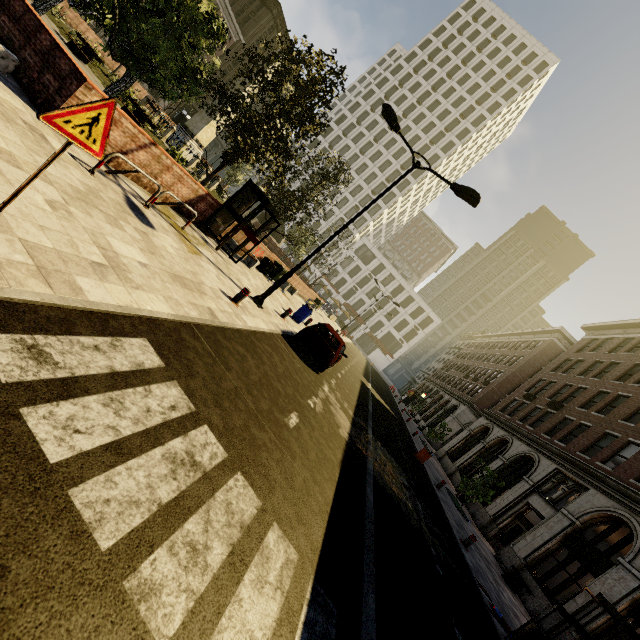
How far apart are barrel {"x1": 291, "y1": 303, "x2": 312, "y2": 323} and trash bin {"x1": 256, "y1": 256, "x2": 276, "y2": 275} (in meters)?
3.34

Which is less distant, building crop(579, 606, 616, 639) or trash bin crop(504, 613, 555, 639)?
trash bin crop(504, 613, 555, 639)

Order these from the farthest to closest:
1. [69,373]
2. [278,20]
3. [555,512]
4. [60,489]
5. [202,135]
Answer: [278,20] → [202,135] → [555,512] → [69,373] → [60,489]

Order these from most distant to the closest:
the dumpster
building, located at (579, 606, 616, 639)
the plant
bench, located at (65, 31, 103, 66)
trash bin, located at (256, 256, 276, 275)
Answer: the dumpster < the plant < trash bin, located at (256, 256, 276, 275) < bench, located at (65, 31, 103, 66) < building, located at (579, 606, 616, 639)

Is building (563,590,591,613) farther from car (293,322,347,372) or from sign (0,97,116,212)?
car (293,322,347,372)

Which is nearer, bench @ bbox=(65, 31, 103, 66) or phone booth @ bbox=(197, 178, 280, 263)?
phone booth @ bbox=(197, 178, 280, 263)

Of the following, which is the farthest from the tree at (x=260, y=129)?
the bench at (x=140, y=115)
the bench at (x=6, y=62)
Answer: the bench at (x=6, y=62)

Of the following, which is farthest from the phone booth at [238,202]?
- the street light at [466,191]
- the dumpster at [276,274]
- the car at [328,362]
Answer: the dumpster at [276,274]
